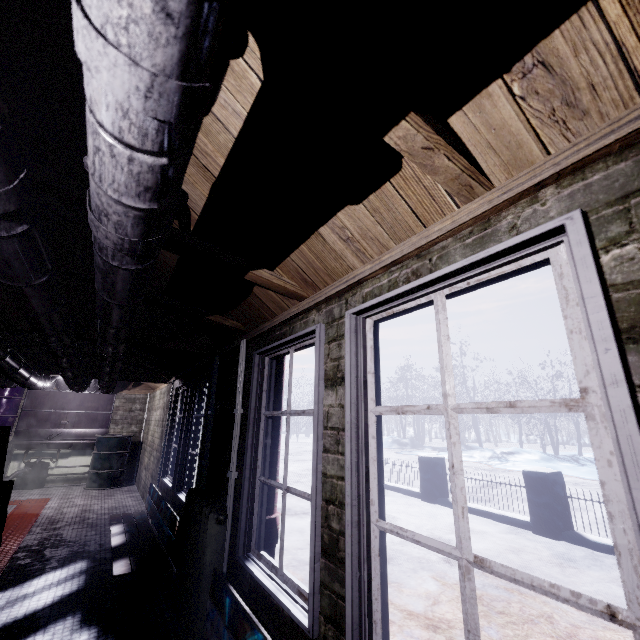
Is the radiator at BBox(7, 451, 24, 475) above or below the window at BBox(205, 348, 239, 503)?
below

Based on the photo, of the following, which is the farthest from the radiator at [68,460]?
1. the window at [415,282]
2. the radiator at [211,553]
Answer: the radiator at [211,553]

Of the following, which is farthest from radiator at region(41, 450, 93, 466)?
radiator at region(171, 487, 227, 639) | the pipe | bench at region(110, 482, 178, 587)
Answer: radiator at region(171, 487, 227, 639)

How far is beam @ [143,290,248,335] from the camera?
2.2m

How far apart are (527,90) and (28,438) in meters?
9.6

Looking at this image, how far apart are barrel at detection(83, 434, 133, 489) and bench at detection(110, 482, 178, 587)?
3.2 meters

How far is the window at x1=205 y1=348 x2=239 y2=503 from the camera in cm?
250

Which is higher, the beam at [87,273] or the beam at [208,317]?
the beam at [87,273]
